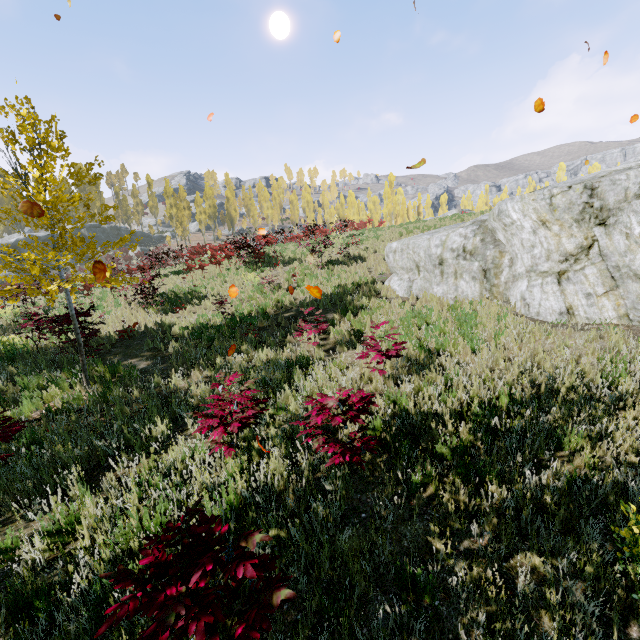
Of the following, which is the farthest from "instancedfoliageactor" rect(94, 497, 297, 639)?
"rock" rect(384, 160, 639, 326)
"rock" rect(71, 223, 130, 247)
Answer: "rock" rect(384, 160, 639, 326)

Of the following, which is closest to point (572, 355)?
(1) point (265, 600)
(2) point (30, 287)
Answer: (1) point (265, 600)

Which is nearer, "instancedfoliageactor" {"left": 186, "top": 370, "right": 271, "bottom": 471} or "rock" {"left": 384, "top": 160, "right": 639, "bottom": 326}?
"instancedfoliageactor" {"left": 186, "top": 370, "right": 271, "bottom": 471}

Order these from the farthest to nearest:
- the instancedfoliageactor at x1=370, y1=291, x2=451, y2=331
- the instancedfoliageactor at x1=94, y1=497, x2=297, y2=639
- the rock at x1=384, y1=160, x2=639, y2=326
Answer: the instancedfoliageactor at x1=370, y1=291, x2=451, y2=331, the rock at x1=384, y1=160, x2=639, y2=326, the instancedfoliageactor at x1=94, y1=497, x2=297, y2=639

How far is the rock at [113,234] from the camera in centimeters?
4553cm

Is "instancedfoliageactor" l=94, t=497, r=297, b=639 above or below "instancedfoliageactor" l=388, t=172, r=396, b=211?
below

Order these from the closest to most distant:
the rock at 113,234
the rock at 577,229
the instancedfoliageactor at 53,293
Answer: the instancedfoliageactor at 53,293 < the rock at 577,229 < the rock at 113,234
